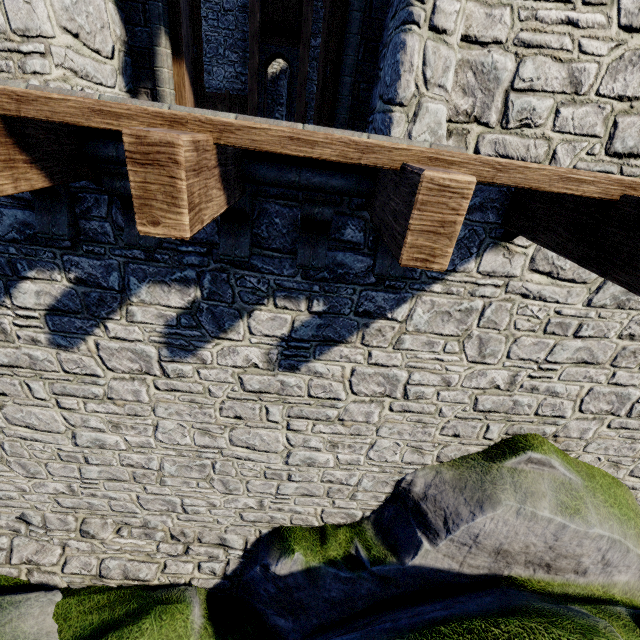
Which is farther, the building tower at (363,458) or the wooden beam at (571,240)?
the building tower at (363,458)

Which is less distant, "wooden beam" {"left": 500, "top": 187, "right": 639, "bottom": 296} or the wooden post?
"wooden beam" {"left": 500, "top": 187, "right": 639, "bottom": 296}

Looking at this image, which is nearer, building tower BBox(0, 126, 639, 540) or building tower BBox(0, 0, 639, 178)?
building tower BBox(0, 0, 639, 178)

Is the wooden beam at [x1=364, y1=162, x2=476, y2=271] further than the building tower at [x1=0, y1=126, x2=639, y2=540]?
No

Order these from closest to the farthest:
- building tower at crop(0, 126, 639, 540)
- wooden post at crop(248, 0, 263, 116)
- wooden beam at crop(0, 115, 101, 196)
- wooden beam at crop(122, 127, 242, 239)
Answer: wooden beam at crop(122, 127, 242, 239), wooden beam at crop(0, 115, 101, 196), building tower at crop(0, 126, 639, 540), wooden post at crop(248, 0, 263, 116)

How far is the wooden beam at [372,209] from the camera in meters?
1.7

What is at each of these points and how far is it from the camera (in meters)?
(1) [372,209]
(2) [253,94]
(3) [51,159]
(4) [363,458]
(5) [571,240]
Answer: (1) wooden beam, 2.90
(2) wooden post, 13.92
(3) wooden beam, 2.45
(4) building tower, 5.52
(5) wooden beam, 2.54

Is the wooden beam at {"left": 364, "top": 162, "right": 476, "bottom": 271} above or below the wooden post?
below
